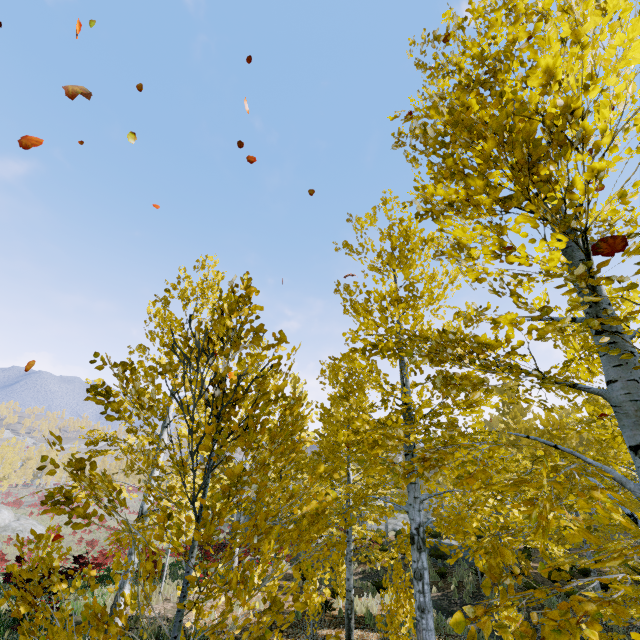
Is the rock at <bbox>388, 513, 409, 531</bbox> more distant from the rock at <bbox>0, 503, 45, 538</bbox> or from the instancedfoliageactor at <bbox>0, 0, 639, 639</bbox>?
the rock at <bbox>0, 503, 45, 538</bbox>

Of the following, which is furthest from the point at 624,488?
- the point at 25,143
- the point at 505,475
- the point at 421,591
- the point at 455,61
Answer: the point at 505,475

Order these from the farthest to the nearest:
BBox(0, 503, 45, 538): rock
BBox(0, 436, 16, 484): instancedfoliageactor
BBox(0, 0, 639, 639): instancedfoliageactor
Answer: BBox(0, 436, 16, 484): instancedfoliageactor, BBox(0, 503, 45, 538): rock, BBox(0, 0, 639, 639): instancedfoliageactor

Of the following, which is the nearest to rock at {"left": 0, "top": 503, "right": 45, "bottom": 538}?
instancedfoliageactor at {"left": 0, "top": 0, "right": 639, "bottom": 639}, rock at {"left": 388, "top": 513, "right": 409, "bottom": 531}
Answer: rock at {"left": 388, "top": 513, "right": 409, "bottom": 531}

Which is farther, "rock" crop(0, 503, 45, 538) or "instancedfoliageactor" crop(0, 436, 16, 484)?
"instancedfoliageactor" crop(0, 436, 16, 484)

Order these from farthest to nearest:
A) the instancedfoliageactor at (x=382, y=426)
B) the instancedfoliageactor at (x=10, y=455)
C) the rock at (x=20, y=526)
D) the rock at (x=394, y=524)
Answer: the instancedfoliageactor at (x=10, y=455), the rock at (x=20, y=526), the rock at (x=394, y=524), the instancedfoliageactor at (x=382, y=426)

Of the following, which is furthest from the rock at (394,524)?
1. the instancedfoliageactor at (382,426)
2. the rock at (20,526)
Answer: the rock at (20,526)
